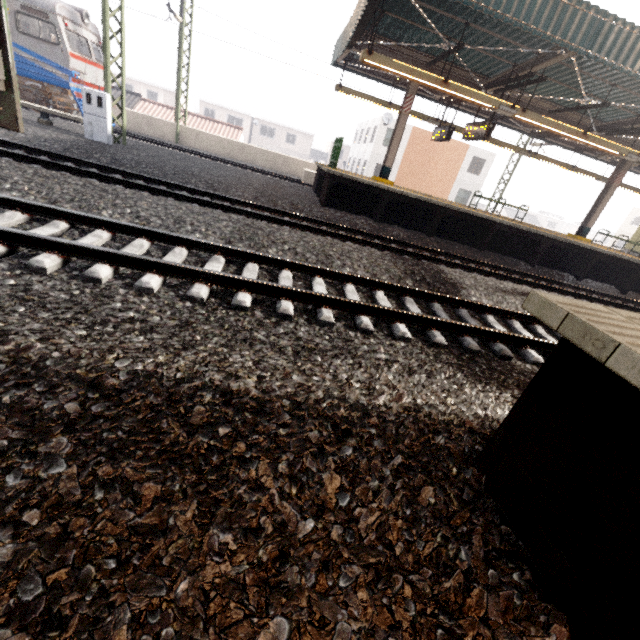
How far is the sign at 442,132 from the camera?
12.83m

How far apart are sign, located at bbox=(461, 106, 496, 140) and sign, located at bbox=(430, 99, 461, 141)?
1.3 meters

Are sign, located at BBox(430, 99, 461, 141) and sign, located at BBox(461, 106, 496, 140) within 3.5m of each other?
yes

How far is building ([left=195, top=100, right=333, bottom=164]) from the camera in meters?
47.9 m

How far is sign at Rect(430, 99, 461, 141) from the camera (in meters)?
12.83

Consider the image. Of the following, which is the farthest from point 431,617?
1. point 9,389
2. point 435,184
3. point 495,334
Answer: point 435,184

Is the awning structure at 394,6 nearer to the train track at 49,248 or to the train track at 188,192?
the train track at 188,192

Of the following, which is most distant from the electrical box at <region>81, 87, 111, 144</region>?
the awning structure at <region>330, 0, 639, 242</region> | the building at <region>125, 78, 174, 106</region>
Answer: the building at <region>125, 78, 174, 106</region>
